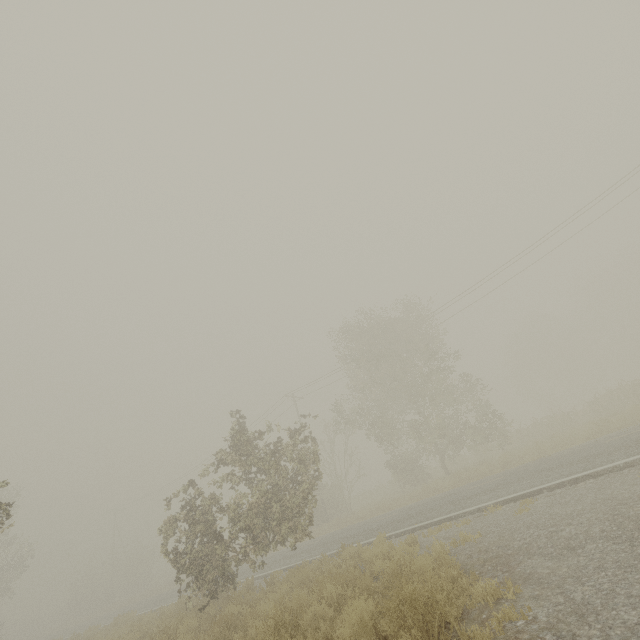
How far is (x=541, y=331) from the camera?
49.8 meters

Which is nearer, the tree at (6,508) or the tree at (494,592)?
the tree at (494,592)

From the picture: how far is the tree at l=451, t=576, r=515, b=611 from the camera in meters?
4.4

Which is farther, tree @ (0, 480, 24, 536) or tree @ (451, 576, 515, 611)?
tree @ (0, 480, 24, 536)

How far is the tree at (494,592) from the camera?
4.4 meters

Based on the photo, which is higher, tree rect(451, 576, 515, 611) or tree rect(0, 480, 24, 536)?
tree rect(0, 480, 24, 536)
